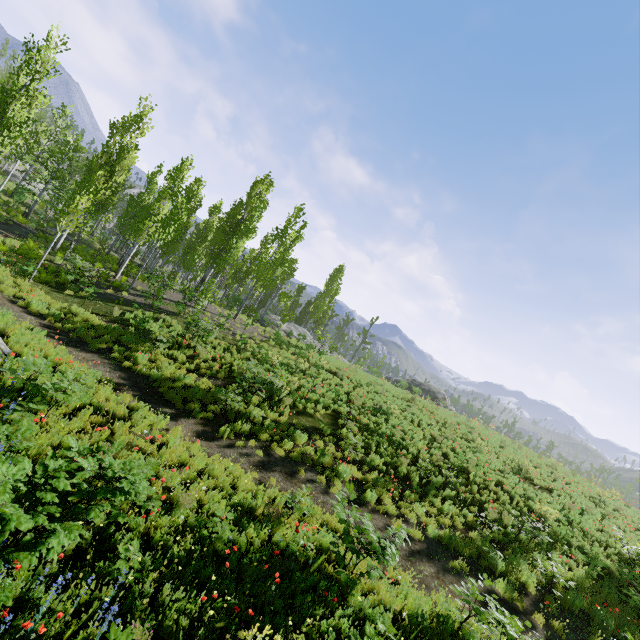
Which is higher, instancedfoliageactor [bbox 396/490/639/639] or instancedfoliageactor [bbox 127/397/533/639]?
instancedfoliageactor [bbox 396/490/639/639]

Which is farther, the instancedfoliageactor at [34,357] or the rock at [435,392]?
the rock at [435,392]

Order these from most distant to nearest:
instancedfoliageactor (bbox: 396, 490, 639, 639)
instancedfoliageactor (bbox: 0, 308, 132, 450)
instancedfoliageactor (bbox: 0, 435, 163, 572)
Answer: instancedfoliageactor (bbox: 396, 490, 639, 639) < instancedfoliageactor (bbox: 0, 308, 132, 450) < instancedfoliageactor (bbox: 0, 435, 163, 572)

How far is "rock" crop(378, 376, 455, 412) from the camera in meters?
24.9

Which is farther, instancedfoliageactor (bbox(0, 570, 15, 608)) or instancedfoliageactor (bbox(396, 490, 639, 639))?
instancedfoliageactor (bbox(396, 490, 639, 639))

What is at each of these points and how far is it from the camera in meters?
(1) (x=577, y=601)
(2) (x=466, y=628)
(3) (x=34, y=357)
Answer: (1) instancedfoliageactor, 9.2 m
(2) instancedfoliageactor, 6.3 m
(3) instancedfoliageactor, 8.7 m

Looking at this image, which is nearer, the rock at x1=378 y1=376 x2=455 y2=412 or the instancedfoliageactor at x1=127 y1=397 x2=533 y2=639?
the instancedfoliageactor at x1=127 y1=397 x2=533 y2=639

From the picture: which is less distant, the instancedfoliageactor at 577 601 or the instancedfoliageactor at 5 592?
the instancedfoliageactor at 5 592
